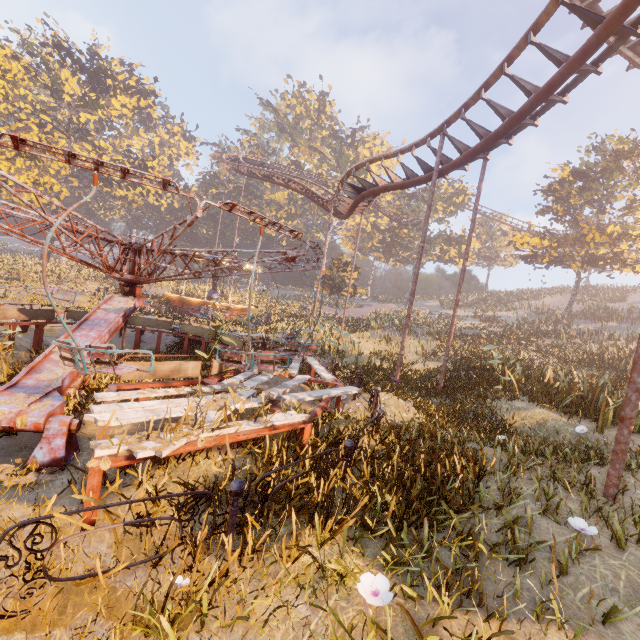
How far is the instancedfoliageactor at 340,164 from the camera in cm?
5553

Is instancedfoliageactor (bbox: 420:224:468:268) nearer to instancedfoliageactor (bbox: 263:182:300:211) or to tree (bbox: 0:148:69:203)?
instancedfoliageactor (bbox: 263:182:300:211)

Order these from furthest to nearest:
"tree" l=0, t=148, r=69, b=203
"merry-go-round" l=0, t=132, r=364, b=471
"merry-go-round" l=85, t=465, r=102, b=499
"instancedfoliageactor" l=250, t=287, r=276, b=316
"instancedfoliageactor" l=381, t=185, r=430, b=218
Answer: "instancedfoliageactor" l=381, t=185, r=430, b=218 < "tree" l=0, t=148, r=69, b=203 < "instancedfoliageactor" l=250, t=287, r=276, b=316 < "merry-go-round" l=0, t=132, r=364, b=471 < "merry-go-round" l=85, t=465, r=102, b=499

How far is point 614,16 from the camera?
7.01m

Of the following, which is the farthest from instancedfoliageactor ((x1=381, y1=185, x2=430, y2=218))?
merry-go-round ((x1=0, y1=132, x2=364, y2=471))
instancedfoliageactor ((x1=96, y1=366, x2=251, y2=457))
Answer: instancedfoliageactor ((x1=96, y1=366, x2=251, y2=457))

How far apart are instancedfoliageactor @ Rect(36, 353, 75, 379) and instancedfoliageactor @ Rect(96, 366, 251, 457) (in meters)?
1.96

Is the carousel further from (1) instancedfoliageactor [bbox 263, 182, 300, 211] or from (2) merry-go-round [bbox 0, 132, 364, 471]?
(2) merry-go-round [bbox 0, 132, 364, 471]

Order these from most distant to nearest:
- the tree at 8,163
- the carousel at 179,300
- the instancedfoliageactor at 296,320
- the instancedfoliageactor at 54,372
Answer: the tree at 8,163 → the carousel at 179,300 → the instancedfoliageactor at 296,320 → the instancedfoliageactor at 54,372
